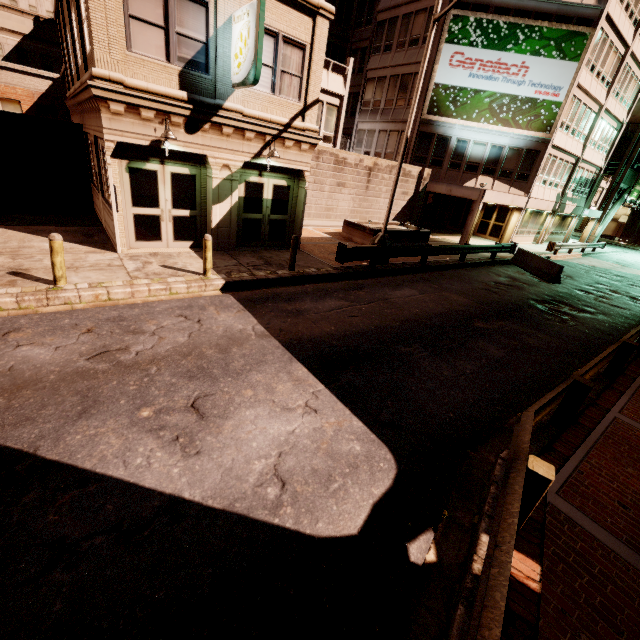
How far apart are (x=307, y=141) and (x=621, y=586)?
13.6 meters

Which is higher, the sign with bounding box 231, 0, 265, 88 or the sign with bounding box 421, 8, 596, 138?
the sign with bounding box 421, 8, 596, 138

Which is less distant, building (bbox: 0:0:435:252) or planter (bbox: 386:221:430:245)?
building (bbox: 0:0:435:252)

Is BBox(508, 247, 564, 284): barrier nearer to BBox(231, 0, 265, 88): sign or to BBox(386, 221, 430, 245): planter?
BBox(386, 221, 430, 245): planter

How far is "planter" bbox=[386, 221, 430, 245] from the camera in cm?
1777

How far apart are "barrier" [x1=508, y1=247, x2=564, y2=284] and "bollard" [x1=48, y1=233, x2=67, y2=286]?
20.19m

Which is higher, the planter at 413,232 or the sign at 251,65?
the sign at 251,65

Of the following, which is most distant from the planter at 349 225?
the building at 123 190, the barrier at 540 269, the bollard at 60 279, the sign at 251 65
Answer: the bollard at 60 279
